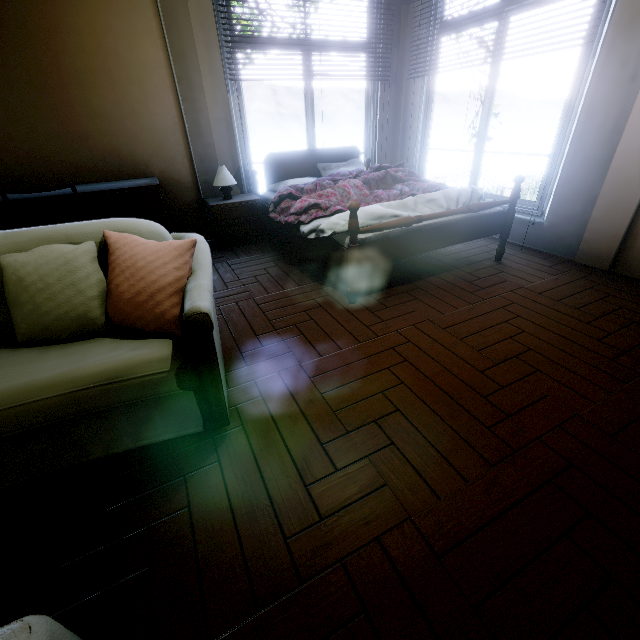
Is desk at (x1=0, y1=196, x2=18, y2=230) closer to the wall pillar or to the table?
the table

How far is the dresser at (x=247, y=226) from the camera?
3.56m

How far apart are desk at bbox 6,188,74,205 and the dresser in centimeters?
51cm

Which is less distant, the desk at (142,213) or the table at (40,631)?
the table at (40,631)

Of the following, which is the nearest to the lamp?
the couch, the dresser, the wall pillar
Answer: the dresser

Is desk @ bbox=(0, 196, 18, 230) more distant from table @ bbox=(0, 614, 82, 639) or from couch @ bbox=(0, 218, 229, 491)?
table @ bbox=(0, 614, 82, 639)

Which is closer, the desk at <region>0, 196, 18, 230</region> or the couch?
the couch

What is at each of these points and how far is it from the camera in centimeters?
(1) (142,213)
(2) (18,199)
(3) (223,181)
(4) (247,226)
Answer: (1) desk, 311cm
(2) desk, 267cm
(3) lamp, 351cm
(4) dresser, 375cm
